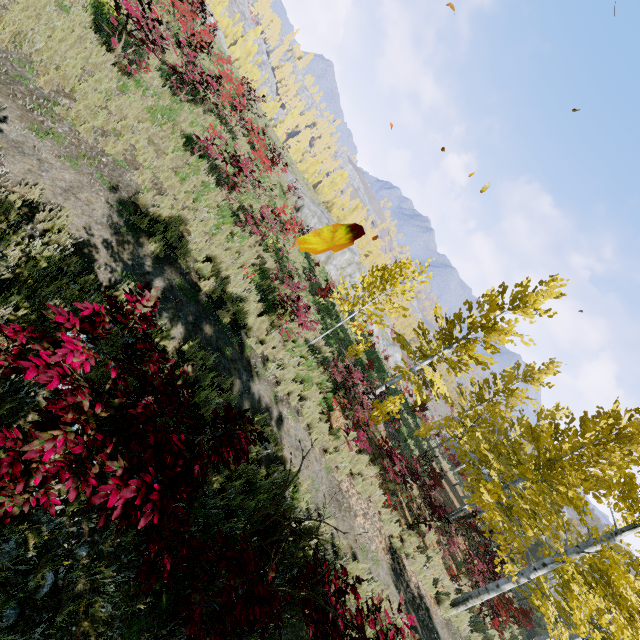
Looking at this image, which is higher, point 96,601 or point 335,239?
point 335,239

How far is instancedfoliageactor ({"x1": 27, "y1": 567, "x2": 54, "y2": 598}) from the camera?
2.5m

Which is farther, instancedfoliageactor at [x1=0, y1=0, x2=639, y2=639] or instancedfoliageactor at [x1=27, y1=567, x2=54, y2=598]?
instancedfoliageactor at [x1=0, y1=0, x2=639, y2=639]

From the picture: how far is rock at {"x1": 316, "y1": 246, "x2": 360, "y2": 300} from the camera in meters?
30.4 m

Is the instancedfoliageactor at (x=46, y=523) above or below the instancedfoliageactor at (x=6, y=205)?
below

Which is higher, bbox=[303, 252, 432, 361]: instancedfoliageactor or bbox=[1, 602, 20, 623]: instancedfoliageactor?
bbox=[303, 252, 432, 361]: instancedfoliageactor

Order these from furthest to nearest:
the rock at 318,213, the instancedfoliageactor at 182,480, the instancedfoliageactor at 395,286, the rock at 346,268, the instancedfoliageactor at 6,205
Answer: the rock at 346,268 → the rock at 318,213 → the instancedfoliageactor at 395,286 → the instancedfoliageactor at 6,205 → the instancedfoliageactor at 182,480
